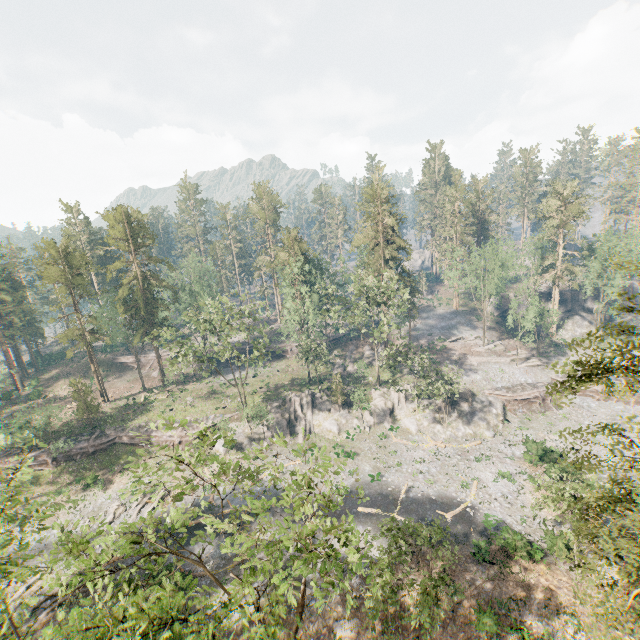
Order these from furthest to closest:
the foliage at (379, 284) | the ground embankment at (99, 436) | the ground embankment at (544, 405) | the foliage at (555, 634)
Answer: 1. the ground embankment at (544, 405)
2. the ground embankment at (99, 436)
3. the foliage at (379, 284)
4. the foliage at (555, 634)

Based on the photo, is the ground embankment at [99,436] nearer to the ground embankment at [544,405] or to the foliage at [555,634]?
the foliage at [555,634]

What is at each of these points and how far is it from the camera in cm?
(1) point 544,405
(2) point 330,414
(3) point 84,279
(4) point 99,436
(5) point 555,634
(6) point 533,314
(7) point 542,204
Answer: (1) ground embankment, 4700
(2) rock, 4775
(3) foliage, 4981
(4) ground embankment, 4675
(5) foliage, 2119
(6) foliage, 4788
(7) foliage, 5775

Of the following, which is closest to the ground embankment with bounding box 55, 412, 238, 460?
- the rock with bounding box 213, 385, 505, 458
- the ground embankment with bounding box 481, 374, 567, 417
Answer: the rock with bounding box 213, 385, 505, 458

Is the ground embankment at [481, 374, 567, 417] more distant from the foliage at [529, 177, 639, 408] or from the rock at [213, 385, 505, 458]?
the foliage at [529, 177, 639, 408]

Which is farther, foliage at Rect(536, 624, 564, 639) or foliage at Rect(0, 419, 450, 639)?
foliage at Rect(536, 624, 564, 639)

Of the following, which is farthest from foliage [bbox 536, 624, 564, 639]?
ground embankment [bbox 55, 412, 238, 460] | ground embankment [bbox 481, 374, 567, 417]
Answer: ground embankment [bbox 481, 374, 567, 417]
